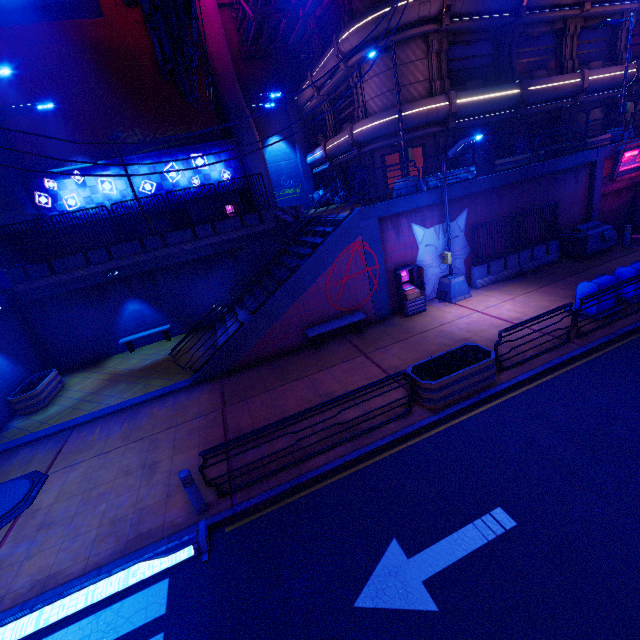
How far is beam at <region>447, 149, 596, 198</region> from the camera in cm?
1332

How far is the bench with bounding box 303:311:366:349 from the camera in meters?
12.2

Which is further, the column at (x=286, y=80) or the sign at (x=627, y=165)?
the column at (x=286, y=80)

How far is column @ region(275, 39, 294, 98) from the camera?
25.97m

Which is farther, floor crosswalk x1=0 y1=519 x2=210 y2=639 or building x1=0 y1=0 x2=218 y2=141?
building x1=0 y1=0 x2=218 y2=141

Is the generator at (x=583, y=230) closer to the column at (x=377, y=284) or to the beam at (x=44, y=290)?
the column at (x=377, y=284)

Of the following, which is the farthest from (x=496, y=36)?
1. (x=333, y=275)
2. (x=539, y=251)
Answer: (x=333, y=275)

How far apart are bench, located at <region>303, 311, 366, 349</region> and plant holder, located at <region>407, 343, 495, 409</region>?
4.26m
